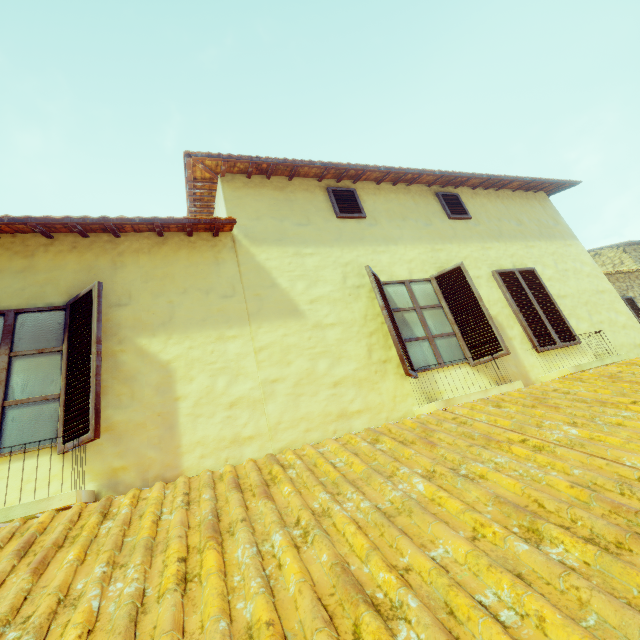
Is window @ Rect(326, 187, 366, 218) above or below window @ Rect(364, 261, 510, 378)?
above

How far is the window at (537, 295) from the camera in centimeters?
558cm

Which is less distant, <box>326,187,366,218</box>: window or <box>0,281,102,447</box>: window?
<box>0,281,102,447</box>: window

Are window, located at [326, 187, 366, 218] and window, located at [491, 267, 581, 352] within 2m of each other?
no

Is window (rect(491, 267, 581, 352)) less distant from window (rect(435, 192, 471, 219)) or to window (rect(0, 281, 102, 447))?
window (rect(435, 192, 471, 219))

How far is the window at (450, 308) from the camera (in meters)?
4.66

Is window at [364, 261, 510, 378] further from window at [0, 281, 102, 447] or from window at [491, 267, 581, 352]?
window at [0, 281, 102, 447]

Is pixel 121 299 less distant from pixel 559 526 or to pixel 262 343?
pixel 262 343
